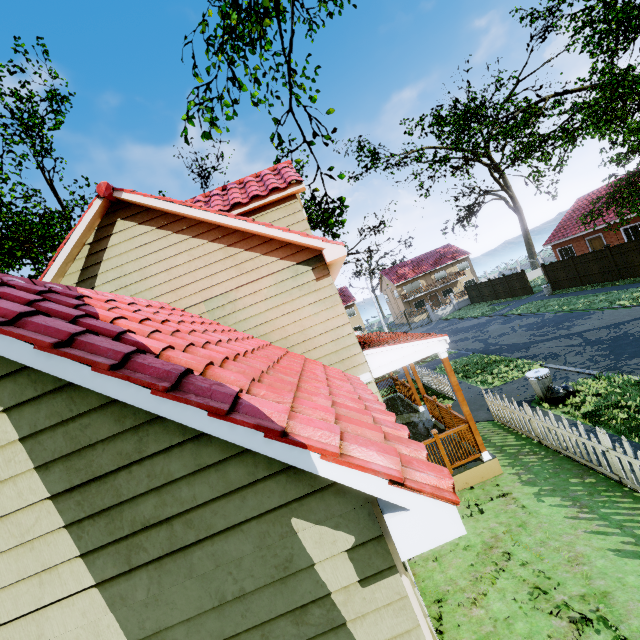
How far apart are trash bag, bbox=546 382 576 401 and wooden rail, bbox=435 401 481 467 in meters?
3.3 m

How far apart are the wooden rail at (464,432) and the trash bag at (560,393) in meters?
3.3 m

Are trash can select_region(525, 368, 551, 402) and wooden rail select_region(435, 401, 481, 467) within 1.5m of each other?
no

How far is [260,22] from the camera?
7.55m

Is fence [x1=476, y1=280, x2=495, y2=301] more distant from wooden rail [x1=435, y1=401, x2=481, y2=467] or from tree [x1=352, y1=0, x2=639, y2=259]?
wooden rail [x1=435, y1=401, x2=481, y2=467]

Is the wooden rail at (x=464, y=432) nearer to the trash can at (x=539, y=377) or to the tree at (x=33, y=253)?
the trash can at (x=539, y=377)

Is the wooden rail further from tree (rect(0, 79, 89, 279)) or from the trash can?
tree (rect(0, 79, 89, 279))

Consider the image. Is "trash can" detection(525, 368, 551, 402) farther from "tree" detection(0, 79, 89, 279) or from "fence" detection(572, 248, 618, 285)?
"tree" detection(0, 79, 89, 279)
